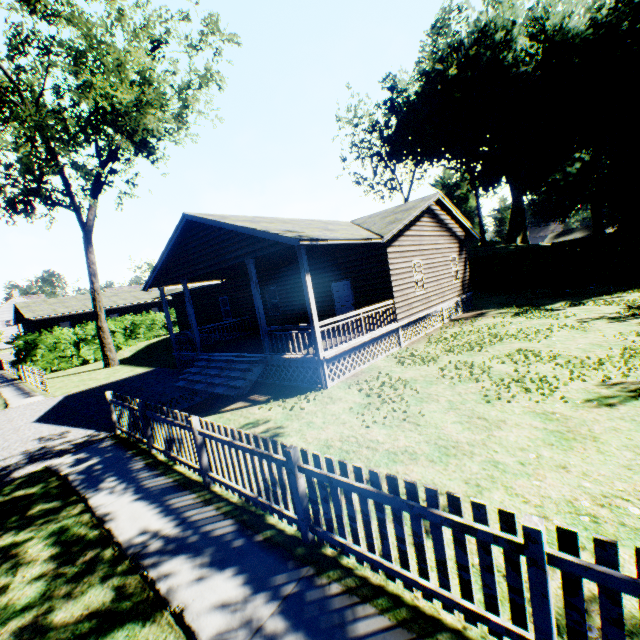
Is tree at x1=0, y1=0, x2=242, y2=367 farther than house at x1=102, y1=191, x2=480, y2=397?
Yes

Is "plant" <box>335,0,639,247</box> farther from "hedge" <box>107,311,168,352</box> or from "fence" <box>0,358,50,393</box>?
"fence" <box>0,358,50,393</box>

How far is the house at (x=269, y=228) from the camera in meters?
10.6

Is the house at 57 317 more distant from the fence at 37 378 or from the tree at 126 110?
the tree at 126 110

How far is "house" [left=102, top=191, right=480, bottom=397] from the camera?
10.57m

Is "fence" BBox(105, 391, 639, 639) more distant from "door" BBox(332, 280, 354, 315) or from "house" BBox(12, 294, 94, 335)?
"house" BBox(12, 294, 94, 335)

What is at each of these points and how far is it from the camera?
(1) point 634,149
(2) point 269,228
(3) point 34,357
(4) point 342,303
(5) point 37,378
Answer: (1) plant, 31.8m
(2) house, 10.2m
(3) hedge, 24.6m
(4) door, 15.1m
(5) fence, 17.9m

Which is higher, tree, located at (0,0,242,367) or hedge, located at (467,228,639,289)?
tree, located at (0,0,242,367)
